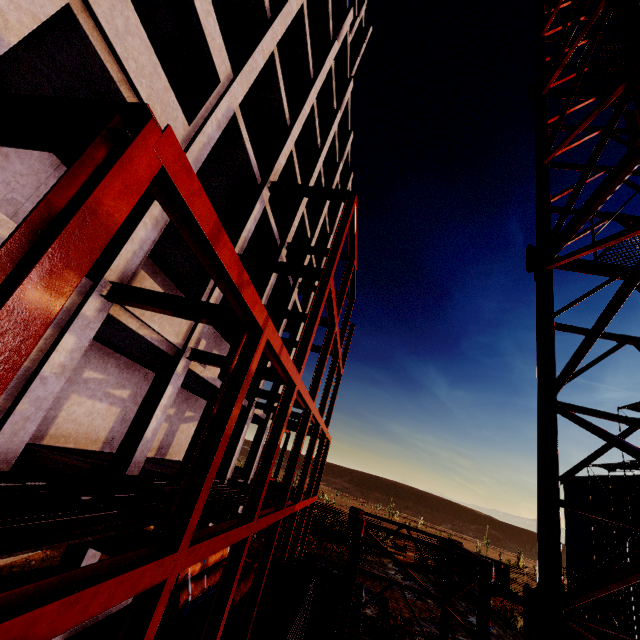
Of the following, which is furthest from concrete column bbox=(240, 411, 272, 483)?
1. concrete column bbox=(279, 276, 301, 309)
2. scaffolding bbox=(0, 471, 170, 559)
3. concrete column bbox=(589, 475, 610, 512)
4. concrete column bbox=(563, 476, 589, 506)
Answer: concrete column bbox=(563, 476, 589, 506)

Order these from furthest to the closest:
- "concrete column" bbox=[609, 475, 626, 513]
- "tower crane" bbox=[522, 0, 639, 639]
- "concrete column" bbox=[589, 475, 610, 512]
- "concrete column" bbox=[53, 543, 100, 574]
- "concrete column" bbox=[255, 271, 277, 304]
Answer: "concrete column" bbox=[589, 475, 610, 512] < "concrete column" bbox=[609, 475, 626, 513] < "concrete column" bbox=[255, 271, 277, 304] < "concrete column" bbox=[53, 543, 100, 574] < "tower crane" bbox=[522, 0, 639, 639]

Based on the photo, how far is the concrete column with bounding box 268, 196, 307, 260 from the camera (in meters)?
17.09

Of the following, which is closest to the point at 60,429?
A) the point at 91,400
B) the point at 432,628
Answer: the point at 91,400

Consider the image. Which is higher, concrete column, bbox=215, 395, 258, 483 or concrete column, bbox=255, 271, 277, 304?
concrete column, bbox=255, 271, 277, 304

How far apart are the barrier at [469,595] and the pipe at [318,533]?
9.17m

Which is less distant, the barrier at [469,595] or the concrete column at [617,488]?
the barrier at [469,595]

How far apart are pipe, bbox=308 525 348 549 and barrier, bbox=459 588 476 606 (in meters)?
9.17
